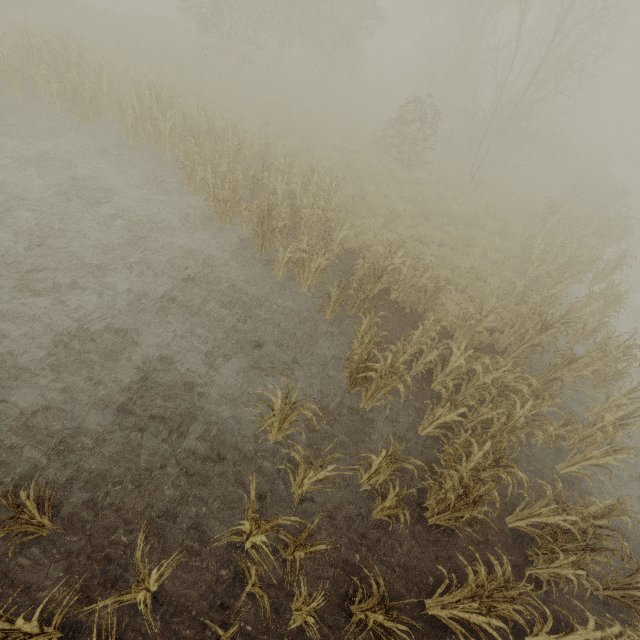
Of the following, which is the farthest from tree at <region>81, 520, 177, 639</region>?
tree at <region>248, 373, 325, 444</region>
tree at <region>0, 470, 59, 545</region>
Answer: tree at <region>248, 373, 325, 444</region>

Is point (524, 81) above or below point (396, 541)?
above

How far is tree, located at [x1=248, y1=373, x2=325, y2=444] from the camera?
4.6m

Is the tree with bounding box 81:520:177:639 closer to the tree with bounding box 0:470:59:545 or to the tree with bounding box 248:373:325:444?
the tree with bounding box 0:470:59:545

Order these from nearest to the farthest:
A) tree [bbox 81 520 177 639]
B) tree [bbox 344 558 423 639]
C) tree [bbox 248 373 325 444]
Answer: tree [bbox 81 520 177 639], tree [bbox 344 558 423 639], tree [bbox 248 373 325 444]

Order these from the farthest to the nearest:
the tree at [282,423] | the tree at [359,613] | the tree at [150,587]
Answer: the tree at [282,423], the tree at [359,613], the tree at [150,587]

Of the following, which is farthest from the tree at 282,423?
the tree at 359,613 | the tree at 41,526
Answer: the tree at 41,526

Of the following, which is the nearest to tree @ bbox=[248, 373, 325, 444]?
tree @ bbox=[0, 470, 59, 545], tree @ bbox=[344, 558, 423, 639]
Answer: tree @ bbox=[344, 558, 423, 639]
